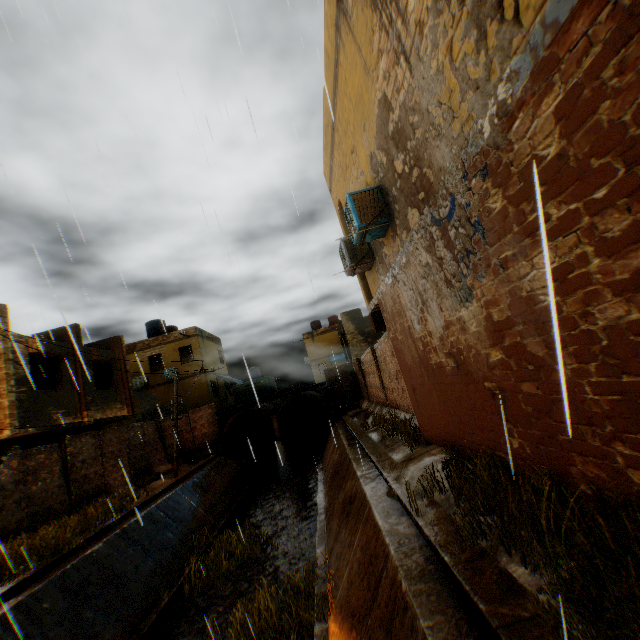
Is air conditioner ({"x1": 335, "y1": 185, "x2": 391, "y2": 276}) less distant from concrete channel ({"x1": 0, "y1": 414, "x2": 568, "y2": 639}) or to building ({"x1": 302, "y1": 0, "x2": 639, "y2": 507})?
building ({"x1": 302, "y1": 0, "x2": 639, "y2": 507})

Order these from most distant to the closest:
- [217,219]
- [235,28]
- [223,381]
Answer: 1. [223,381]
2. [217,219]
3. [235,28]

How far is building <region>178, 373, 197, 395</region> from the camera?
25.6m

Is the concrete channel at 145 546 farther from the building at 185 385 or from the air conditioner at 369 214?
the air conditioner at 369 214

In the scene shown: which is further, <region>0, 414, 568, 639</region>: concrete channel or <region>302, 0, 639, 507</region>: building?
<region>0, 414, 568, 639</region>: concrete channel

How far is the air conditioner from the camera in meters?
6.4 m

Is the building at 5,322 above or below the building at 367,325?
above

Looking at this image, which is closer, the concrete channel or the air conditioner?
the concrete channel
